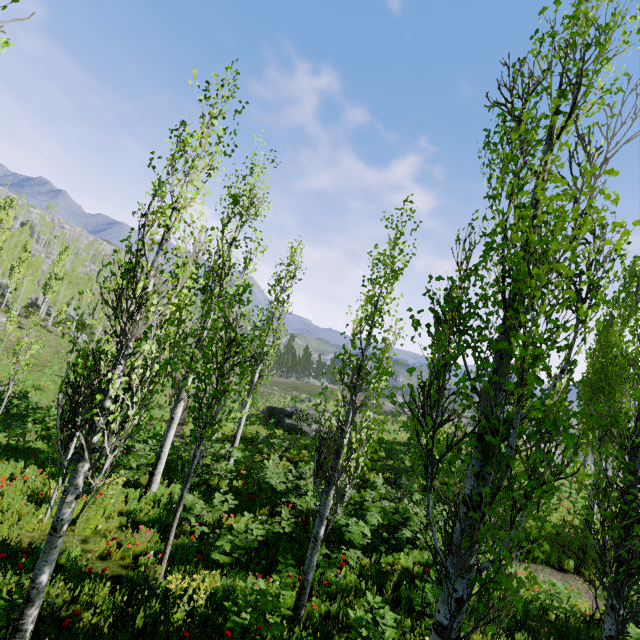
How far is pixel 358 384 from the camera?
5.8 meters

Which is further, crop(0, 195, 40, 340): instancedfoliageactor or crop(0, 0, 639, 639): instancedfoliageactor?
crop(0, 195, 40, 340): instancedfoliageactor

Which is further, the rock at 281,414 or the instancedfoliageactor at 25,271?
the instancedfoliageactor at 25,271

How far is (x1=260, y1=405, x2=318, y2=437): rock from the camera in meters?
23.6 m

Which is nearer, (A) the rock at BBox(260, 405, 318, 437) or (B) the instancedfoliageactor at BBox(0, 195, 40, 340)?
(A) the rock at BBox(260, 405, 318, 437)

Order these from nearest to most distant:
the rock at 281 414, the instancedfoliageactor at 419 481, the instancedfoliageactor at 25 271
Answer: the instancedfoliageactor at 419 481
the rock at 281 414
the instancedfoliageactor at 25 271

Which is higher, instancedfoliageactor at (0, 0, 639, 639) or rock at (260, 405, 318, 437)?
instancedfoliageactor at (0, 0, 639, 639)
